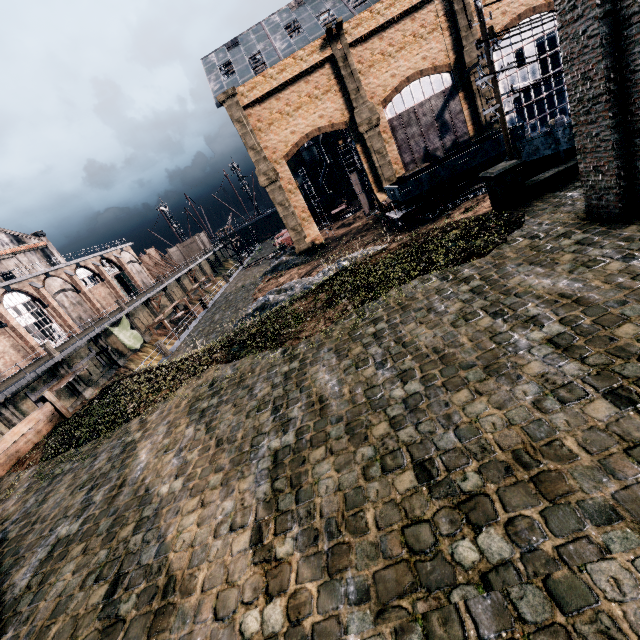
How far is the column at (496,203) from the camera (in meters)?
12.73

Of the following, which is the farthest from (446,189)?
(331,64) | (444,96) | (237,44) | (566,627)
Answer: (237,44)

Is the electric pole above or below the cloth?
above

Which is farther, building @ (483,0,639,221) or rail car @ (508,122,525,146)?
rail car @ (508,122,525,146)

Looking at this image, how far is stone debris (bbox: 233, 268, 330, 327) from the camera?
24.9m

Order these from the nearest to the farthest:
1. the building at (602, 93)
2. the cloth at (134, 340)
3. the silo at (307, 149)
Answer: the building at (602, 93), the cloth at (134, 340), the silo at (307, 149)

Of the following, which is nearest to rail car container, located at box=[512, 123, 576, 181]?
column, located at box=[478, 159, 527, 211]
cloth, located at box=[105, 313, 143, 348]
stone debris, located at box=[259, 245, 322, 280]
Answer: column, located at box=[478, 159, 527, 211]

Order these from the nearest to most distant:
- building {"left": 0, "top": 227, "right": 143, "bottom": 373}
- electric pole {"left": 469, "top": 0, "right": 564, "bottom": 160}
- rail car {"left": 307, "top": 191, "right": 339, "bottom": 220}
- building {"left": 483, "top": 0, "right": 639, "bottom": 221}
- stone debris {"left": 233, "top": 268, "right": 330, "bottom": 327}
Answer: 1. building {"left": 483, "top": 0, "right": 639, "bottom": 221}
2. electric pole {"left": 469, "top": 0, "right": 564, "bottom": 160}
3. stone debris {"left": 233, "top": 268, "right": 330, "bottom": 327}
4. building {"left": 0, "top": 227, "right": 143, "bottom": 373}
5. rail car {"left": 307, "top": 191, "right": 339, "bottom": 220}
